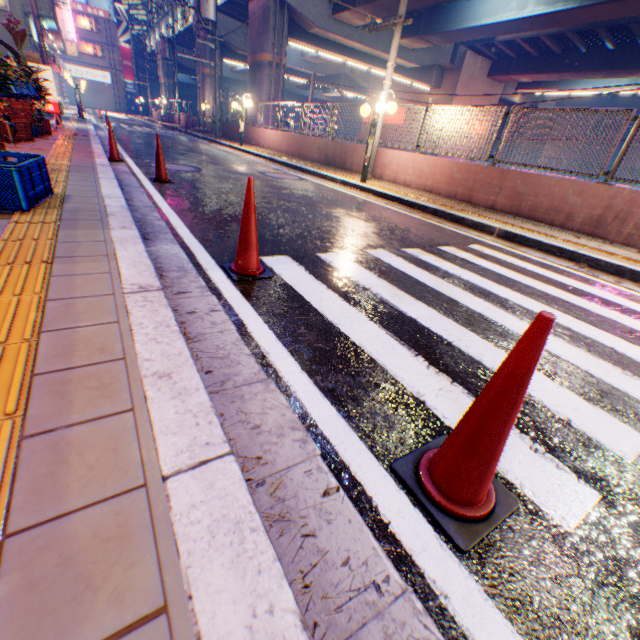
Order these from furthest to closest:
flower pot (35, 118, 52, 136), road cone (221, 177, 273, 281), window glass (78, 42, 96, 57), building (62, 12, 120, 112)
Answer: window glass (78, 42, 96, 57)
building (62, 12, 120, 112)
flower pot (35, 118, 52, 136)
road cone (221, 177, 273, 281)

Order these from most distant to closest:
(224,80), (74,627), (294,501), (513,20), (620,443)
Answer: (224,80) → (513,20) → (620,443) → (294,501) → (74,627)

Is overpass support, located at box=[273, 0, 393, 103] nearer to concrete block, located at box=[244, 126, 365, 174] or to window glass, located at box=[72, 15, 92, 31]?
concrete block, located at box=[244, 126, 365, 174]

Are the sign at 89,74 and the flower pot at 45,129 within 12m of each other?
no

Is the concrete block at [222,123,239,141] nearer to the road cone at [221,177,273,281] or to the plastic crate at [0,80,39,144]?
the road cone at [221,177,273,281]

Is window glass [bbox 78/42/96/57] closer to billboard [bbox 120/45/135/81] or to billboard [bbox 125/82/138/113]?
billboard [bbox 120/45/135/81]

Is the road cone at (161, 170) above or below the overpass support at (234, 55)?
below

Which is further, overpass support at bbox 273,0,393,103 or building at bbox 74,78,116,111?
building at bbox 74,78,116,111
